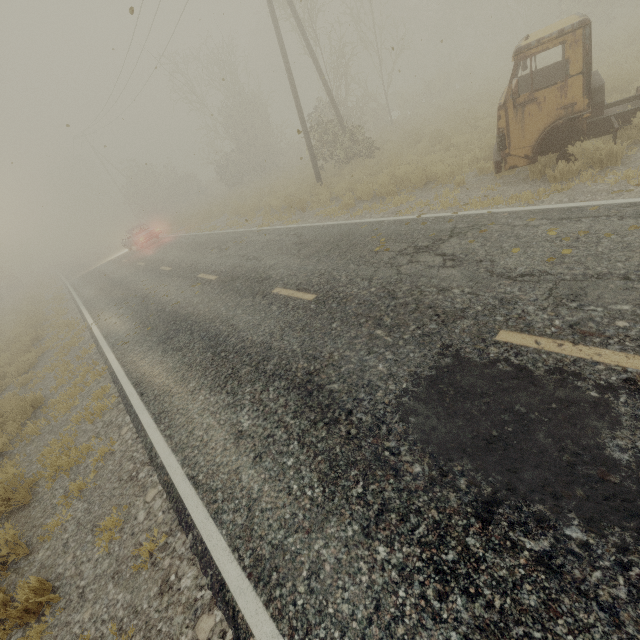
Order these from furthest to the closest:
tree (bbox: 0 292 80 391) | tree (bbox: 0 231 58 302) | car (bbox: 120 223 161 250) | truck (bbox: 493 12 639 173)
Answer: tree (bbox: 0 231 58 302), car (bbox: 120 223 161 250), tree (bbox: 0 292 80 391), truck (bbox: 493 12 639 173)

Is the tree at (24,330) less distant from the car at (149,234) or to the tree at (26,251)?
the car at (149,234)

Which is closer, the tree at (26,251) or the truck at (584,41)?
the truck at (584,41)

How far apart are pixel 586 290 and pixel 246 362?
4.9 meters

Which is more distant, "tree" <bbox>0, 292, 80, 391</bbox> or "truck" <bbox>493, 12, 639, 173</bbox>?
"tree" <bbox>0, 292, 80, 391</bbox>

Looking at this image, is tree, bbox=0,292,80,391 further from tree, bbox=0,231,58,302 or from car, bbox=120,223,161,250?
tree, bbox=0,231,58,302

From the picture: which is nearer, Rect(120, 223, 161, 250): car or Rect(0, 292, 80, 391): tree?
Rect(0, 292, 80, 391): tree

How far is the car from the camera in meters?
22.4 m
